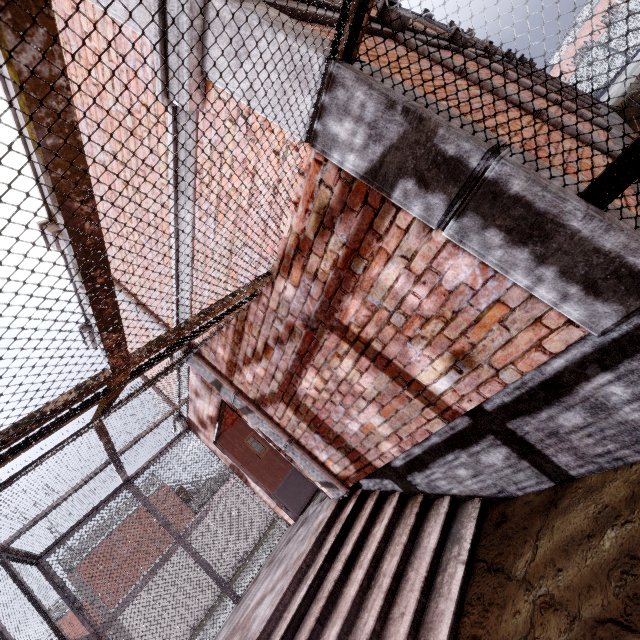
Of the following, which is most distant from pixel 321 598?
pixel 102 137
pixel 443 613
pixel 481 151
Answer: A: pixel 102 137

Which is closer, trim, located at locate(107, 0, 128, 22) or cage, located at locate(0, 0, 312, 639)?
cage, located at locate(0, 0, 312, 639)

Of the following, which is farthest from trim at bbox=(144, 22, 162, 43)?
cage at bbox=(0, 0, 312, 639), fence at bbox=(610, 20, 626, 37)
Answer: fence at bbox=(610, 20, 626, 37)

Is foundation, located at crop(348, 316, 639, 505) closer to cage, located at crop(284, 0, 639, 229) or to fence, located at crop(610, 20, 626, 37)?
cage, located at crop(284, 0, 639, 229)

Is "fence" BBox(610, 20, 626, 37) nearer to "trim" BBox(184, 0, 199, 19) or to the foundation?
"trim" BBox(184, 0, 199, 19)

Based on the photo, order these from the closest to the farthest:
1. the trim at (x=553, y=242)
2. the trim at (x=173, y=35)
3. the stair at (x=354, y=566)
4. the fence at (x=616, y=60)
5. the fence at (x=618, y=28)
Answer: the trim at (x=553, y=242) → the trim at (x=173, y=35) → the stair at (x=354, y=566) → the fence at (x=618, y=28) → the fence at (x=616, y=60)

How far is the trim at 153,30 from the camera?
2.0 meters

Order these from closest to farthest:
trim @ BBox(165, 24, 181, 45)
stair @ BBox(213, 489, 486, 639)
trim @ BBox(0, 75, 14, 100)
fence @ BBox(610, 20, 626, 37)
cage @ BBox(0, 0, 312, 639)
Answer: cage @ BBox(0, 0, 312, 639), trim @ BBox(165, 24, 181, 45), stair @ BBox(213, 489, 486, 639), trim @ BBox(0, 75, 14, 100), fence @ BBox(610, 20, 626, 37)
